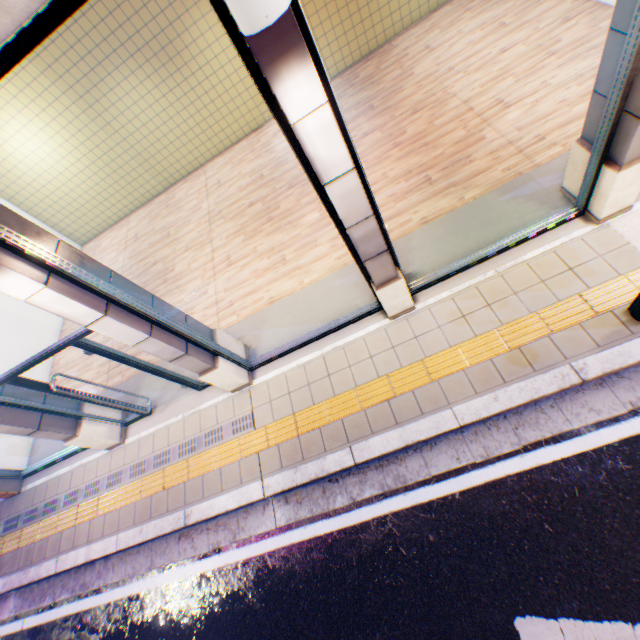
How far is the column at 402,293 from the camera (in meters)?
1.93

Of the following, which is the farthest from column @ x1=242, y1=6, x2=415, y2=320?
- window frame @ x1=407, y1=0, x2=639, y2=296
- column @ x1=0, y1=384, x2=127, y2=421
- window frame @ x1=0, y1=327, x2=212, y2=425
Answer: column @ x1=0, y1=384, x2=127, y2=421

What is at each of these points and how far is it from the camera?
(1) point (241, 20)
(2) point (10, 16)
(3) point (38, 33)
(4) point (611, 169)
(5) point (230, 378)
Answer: (1) street lamp, 1.5 meters
(2) concrete block, 1.6 meters
(3) window frame, 1.8 meters
(4) column, 3.5 meters
(5) column, 5.0 meters

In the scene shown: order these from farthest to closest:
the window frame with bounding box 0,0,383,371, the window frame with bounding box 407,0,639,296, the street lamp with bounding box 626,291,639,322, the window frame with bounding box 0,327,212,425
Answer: the window frame with bounding box 0,327,212,425, the street lamp with bounding box 626,291,639,322, the window frame with bounding box 407,0,639,296, the window frame with bounding box 0,0,383,371

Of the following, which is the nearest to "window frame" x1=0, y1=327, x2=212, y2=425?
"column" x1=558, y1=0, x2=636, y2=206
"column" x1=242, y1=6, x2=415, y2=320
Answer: "column" x1=242, y1=6, x2=415, y2=320

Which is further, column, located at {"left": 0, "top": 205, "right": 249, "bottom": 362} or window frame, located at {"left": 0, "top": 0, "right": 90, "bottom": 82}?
column, located at {"left": 0, "top": 205, "right": 249, "bottom": 362}

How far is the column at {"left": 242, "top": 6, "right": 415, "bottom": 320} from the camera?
1.93m

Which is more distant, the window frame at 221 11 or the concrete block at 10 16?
the window frame at 221 11
